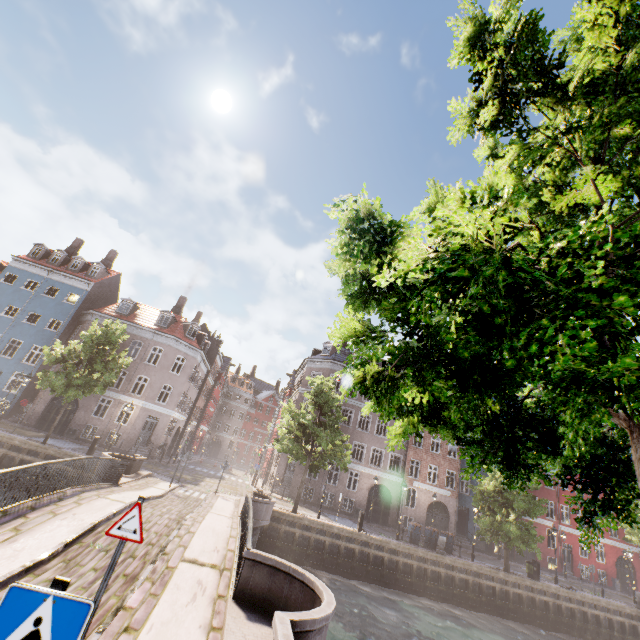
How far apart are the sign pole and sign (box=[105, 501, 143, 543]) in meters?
3.0

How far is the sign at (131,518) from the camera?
4.42m

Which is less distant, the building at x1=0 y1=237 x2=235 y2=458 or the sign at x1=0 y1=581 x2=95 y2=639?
the sign at x1=0 y1=581 x2=95 y2=639

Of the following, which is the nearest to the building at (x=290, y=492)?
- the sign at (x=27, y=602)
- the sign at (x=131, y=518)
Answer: the sign at (x=131, y=518)

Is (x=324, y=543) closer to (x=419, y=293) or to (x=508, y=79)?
(x=419, y=293)

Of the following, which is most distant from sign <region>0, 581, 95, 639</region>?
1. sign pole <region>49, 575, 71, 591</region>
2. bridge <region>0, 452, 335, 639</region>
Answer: bridge <region>0, 452, 335, 639</region>

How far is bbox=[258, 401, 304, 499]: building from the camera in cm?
3039
